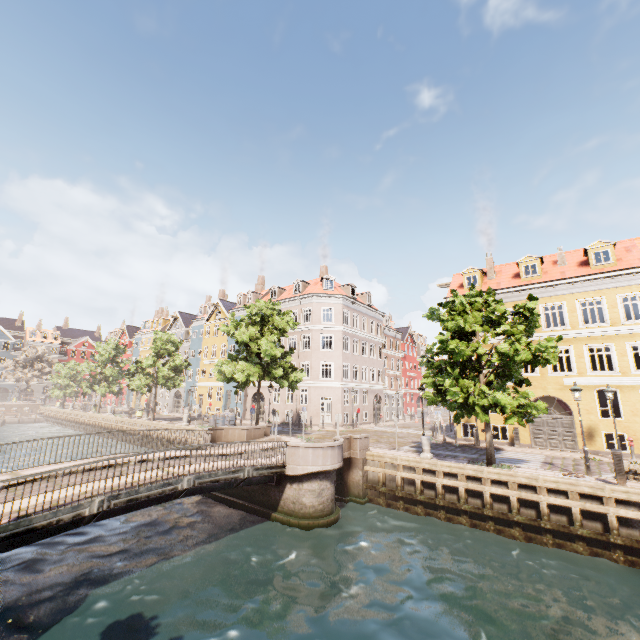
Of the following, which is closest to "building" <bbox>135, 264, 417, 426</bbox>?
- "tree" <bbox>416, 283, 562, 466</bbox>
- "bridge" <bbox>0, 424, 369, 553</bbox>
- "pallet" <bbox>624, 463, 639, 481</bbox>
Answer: "tree" <bbox>416, 283, 562, 466</bbox>

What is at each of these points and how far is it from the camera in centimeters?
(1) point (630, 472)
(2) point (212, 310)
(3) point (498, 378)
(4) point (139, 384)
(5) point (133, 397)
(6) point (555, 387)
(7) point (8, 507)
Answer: (1) pallet, 1321cm
(2) building, 4600cm
(3) tree, 1595cm
(4) tree, 3300cm
(5) building, 5622cm
(6) building, 2089cm
(7) bridge, 823cm

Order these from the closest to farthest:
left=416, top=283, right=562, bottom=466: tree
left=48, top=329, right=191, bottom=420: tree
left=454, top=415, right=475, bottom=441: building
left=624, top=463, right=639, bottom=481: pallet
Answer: left=624, top=463, right=639, bottom=481: pallet → left=416, top=283, right=562, bottom=466: tree → left=454, top=415, right=475, bottom=441: building → left=48, top=329, right=191, bottom=420: tree

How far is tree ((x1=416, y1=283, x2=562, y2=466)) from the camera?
13.43m

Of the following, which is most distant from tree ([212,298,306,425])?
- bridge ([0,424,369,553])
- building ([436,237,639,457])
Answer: building ([436,237,639,457])

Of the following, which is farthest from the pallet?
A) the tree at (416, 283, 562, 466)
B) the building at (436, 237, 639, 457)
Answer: the building at (436, 237, 639, 457)

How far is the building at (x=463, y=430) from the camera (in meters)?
23.39

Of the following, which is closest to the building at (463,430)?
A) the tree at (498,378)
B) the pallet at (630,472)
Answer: the tree at (498,378)
